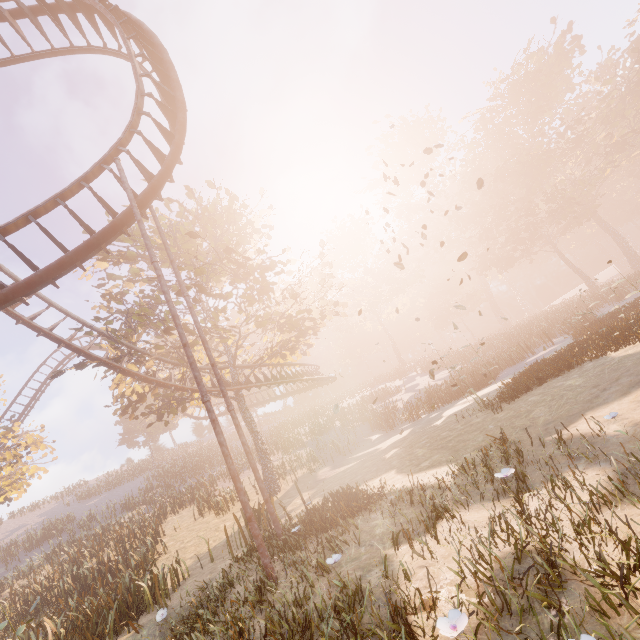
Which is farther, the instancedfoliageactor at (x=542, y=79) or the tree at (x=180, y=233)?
the instancedfoliageactor at (x=542, y=79)

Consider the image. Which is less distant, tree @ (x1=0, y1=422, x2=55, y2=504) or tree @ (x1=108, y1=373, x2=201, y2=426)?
tree @ (x1=108, y1=373, x2=201, y2=426)

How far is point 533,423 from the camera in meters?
8.1 m

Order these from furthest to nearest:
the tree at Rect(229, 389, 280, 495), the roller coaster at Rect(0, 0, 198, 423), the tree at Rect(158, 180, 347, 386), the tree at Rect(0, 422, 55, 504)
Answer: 1. the tree at Rect(0, 422, 55, 504)
2. the tree at Rect(229, 389, 280, 495)
3. the tree at Rect(158, 180, 347, 386)
4. the roller coaster at Rect(0, 0, 198, 423)

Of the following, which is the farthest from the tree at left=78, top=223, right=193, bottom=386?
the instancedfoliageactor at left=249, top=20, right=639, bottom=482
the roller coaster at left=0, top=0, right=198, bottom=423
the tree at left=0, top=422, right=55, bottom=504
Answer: the instancedfoliageactor at left=249, top=20, right=639, bottom=482

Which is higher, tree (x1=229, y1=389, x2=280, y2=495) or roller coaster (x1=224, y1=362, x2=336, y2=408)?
roller coaster (x1=224, y1=362, x2=336, y2=408)

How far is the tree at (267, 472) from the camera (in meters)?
17.95
